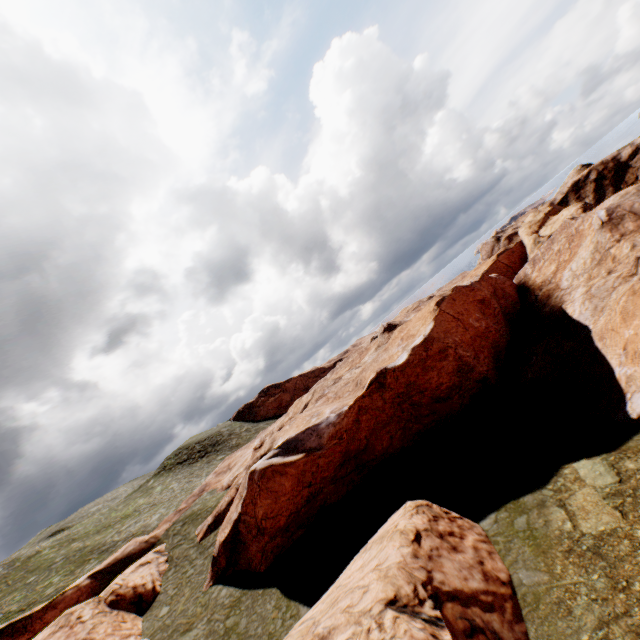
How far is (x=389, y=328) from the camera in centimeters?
4638cm

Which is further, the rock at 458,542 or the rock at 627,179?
the rock at 627,179

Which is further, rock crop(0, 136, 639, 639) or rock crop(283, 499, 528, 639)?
rock crop(0, 136, 639, 639)
